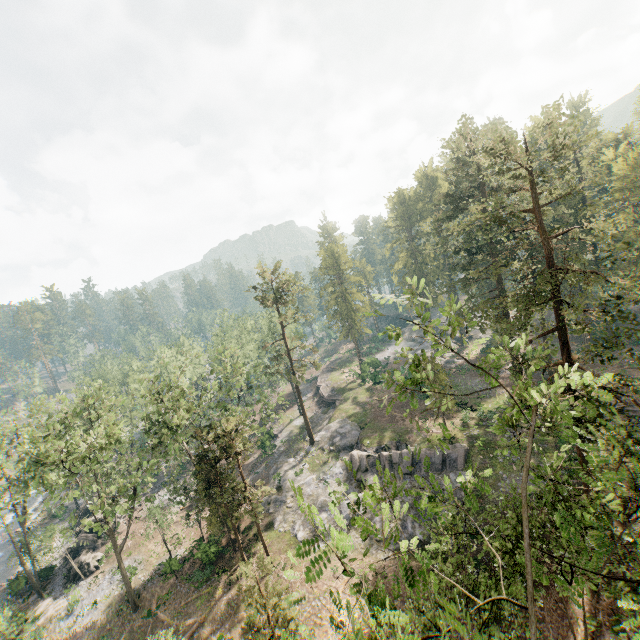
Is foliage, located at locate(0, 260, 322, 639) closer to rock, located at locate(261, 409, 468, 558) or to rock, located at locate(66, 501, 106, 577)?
rock, located at locate(261, 409, 468, 558)

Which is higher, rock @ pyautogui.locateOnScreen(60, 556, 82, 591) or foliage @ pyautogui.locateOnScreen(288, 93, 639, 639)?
foliage @ pyautogui.locateOnScreen(288, 93, 639, 639)

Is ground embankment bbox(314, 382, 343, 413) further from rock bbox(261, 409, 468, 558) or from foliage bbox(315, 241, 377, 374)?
foliage bbox(315, 241, 377, 374)

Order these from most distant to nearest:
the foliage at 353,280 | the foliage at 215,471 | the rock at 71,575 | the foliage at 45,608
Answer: the foliage at 353,280 < the rock at 71,575 < the foliage at 45,608 < the foliage at 215,471

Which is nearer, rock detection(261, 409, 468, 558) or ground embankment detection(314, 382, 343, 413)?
rock detection(261, 409, 468, 558)

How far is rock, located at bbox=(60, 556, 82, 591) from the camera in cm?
3425

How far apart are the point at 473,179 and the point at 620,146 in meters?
29.5 m

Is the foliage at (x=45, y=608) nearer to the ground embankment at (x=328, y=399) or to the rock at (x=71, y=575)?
the rock at (x=71, y=575)
